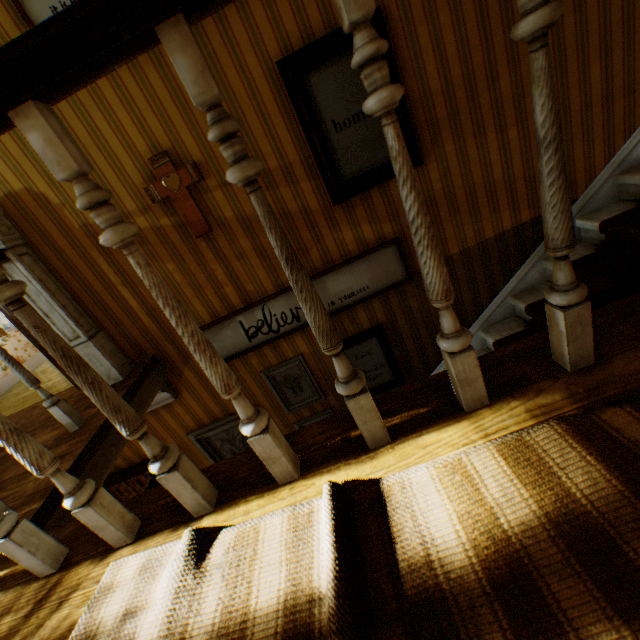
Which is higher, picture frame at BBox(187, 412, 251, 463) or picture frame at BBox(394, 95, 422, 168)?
picture frame at BBox(394, 95, 422, 168)

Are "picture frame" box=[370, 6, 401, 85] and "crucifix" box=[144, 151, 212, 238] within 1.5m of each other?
yes

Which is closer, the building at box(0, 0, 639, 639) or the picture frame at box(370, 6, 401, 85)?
the building at box(0, 0, 639, 639)

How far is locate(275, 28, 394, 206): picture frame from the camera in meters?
2.1 m

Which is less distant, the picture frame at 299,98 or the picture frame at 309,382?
the picture frame at 299,98

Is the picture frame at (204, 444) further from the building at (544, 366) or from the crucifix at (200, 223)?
the crucifix at (200, 223)

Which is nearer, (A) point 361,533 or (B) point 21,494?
(A) point 361,533

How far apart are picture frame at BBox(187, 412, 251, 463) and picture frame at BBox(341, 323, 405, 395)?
1.0 meters
